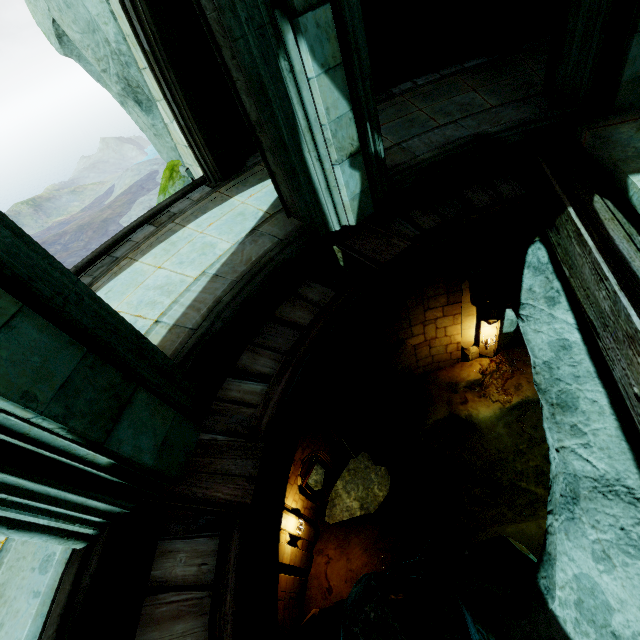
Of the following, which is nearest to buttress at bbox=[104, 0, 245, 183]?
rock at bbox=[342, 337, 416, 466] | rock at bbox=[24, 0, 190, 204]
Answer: rock at bbox=[24, 0, 190, 204]

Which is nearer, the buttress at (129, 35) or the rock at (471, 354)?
the buttress at (129, 35)

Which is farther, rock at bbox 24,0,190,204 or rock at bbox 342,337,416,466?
rock at bbox 342,337,416,466

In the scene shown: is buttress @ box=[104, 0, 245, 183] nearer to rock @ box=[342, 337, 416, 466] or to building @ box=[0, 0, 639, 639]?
building @ box=[0, 0, 639, 639]

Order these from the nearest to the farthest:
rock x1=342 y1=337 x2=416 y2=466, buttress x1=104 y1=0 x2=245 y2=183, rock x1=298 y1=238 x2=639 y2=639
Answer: rock x1=298 y1=238 x2=639 y2=639, buttress x1=104 y1=0 x2=245 y2=183, rock x1=342 y1=337 x2=416 y2=466

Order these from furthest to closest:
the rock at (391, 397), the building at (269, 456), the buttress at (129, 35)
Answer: the rock at (391, 397) → the buttress at (129, 35) → the building at (269, 456)

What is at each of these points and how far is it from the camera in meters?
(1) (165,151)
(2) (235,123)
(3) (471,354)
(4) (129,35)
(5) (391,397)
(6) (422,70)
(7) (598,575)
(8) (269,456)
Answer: Answer:
(1) rock, 8.2 m
(2) rock, 6.5 m
(3) rock, 11.6 m
(4) buttress, 4.8 m
(5) rock, 12.2 m
(6) rock, 6.5 m
(7) rock, 2.7 m
(8) building, 2.6 m
